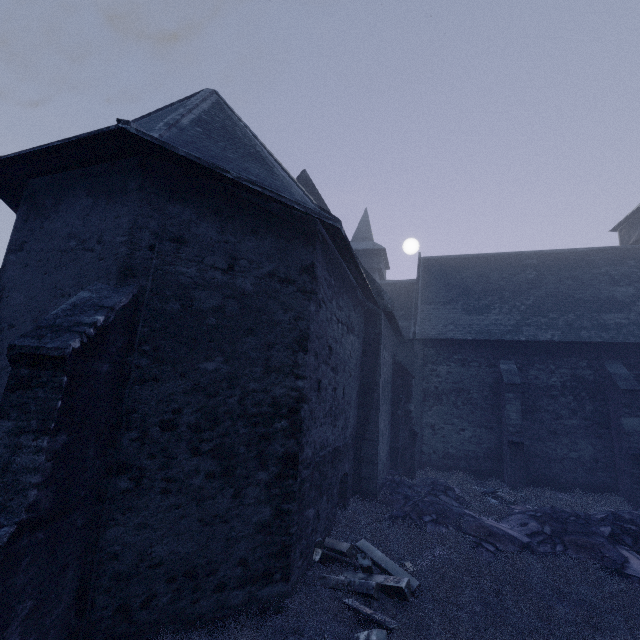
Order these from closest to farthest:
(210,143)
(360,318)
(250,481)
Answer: (250,481) < (210,143) < (360,318)

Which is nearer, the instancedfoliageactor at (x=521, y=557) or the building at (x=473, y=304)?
the building at (x=473, y=304)

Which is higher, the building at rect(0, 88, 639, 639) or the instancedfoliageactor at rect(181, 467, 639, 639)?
the building at rect(0, 88, 639, 639)

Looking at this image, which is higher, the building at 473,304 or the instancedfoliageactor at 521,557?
the building at 473,304

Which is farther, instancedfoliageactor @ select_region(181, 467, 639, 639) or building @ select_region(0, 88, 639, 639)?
instancedfoliageactor @ select_region(181, 467, 639, 639)
